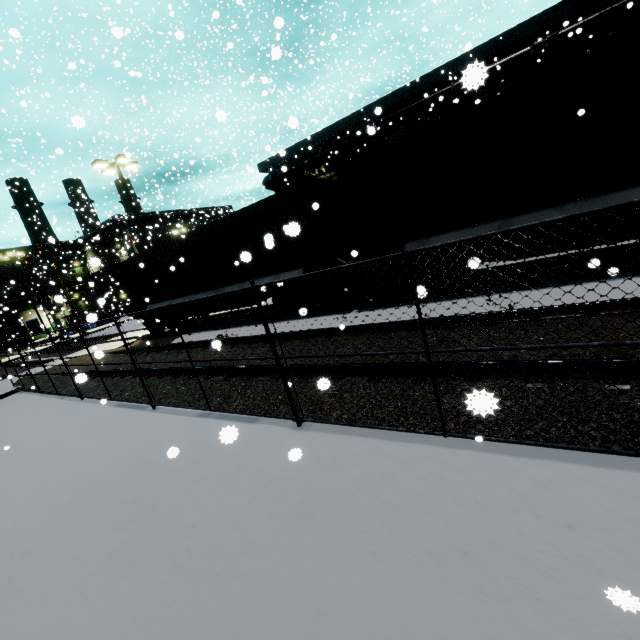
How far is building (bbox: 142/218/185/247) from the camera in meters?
41.9

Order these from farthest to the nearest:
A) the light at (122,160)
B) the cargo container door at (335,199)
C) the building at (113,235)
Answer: the building at (113,235)
the light at (122,160)
the cargo container door at (335,199)

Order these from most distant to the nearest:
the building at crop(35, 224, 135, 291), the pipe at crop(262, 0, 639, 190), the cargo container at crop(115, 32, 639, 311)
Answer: the building at crop(35, 224, 135, 291) < the pipe at crop(262, 0, 639, 190) < the cargo container at crop(115, 32, 639, 311)

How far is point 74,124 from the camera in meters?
2.8 m

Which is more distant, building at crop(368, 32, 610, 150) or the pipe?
the pipe

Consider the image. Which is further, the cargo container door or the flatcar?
the cargo container door

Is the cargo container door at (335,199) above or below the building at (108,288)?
below

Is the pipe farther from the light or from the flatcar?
the light
